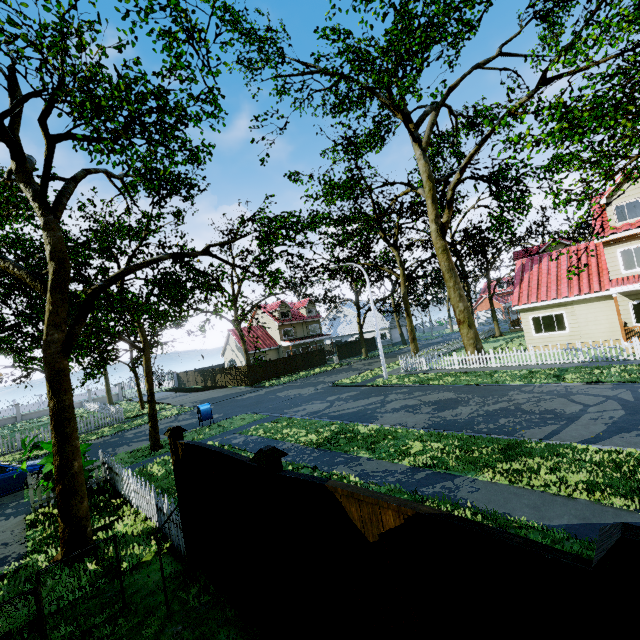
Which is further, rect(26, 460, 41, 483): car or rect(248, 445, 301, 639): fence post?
rect(26, 460, 41, 483): car

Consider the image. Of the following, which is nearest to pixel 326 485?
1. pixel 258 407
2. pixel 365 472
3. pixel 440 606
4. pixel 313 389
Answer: pixel 440 606

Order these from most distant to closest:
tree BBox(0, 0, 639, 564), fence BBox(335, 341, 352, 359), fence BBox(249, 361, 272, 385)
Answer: fence BBox(335, 341, 352, 359)
fence BBox(249, 361, 272, 385)
tree BBox(0, 0, 639, 564)

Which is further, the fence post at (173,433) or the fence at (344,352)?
the fence at (344,352)

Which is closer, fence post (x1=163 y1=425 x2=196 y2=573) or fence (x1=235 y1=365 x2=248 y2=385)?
fence post (x1=163 y1=425 x2=196 y2=573)

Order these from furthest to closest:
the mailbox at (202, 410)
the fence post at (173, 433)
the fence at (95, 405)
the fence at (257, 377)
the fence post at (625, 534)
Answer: the fence at (257, 377) < the fence at (95, 405) < the mailbox at (202, 410) < the fence post at (173, 433) < the fence post at (625, 534)

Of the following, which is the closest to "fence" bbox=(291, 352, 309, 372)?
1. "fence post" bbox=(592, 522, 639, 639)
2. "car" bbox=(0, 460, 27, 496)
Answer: "fence post" bbox=(592, 522, 639, 639)

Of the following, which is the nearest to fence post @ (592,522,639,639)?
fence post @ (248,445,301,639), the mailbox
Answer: fence post @ (248,445,301,639)
